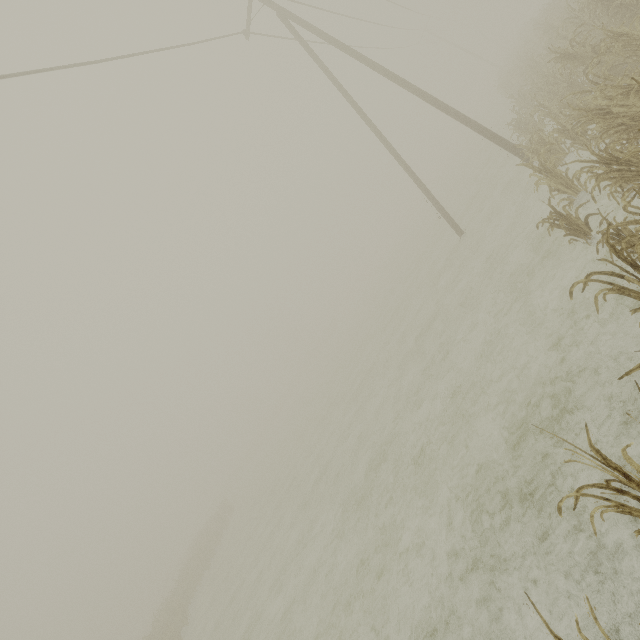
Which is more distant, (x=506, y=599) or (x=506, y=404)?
(x=506, y=404)

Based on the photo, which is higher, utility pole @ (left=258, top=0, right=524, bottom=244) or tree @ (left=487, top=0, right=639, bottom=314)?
utility pole @ (left=258, top=0, right=524, bottom=244)

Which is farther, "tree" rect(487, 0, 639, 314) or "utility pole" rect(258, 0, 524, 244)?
"utility pole" rect(258, 0, 524, 244)

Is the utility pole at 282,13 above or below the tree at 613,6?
above

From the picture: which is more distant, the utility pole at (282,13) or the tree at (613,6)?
the utility pole at (282,13)
